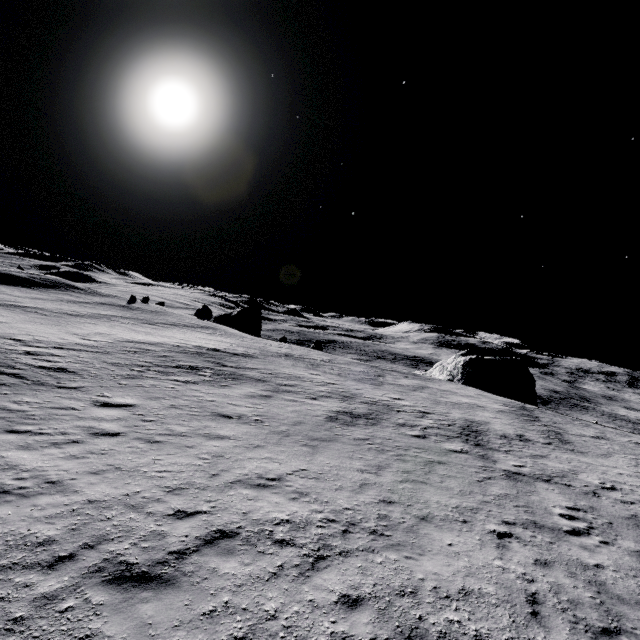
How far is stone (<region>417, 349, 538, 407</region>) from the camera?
42.9m

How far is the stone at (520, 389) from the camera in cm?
4291

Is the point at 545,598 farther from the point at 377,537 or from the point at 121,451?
the point at 121,451
